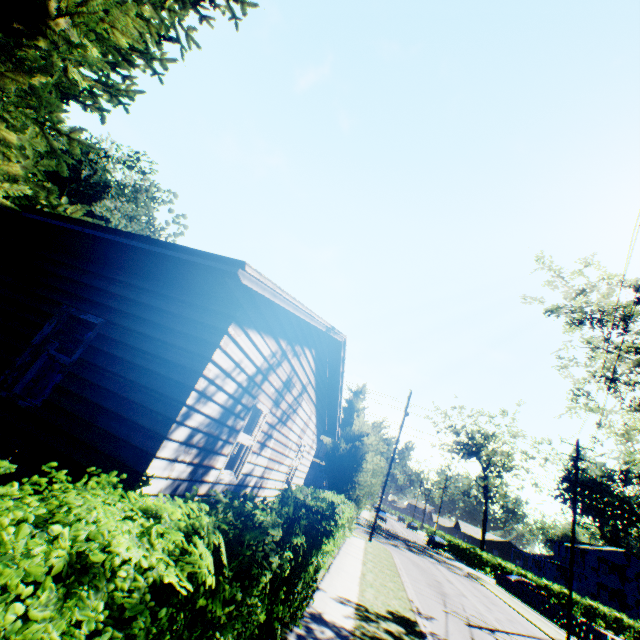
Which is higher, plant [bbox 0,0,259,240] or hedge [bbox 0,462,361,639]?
plant [bbox 0,0,259,240]

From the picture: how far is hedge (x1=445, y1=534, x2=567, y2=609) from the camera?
40.9m

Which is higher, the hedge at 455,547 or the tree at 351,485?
the tree at 351,485

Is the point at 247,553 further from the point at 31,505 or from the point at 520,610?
the point at 520,610

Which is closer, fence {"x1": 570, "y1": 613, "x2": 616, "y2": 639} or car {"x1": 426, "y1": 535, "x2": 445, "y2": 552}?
fence {"x1": 570, "y1": 613, "x2": 616, "y2": 639}

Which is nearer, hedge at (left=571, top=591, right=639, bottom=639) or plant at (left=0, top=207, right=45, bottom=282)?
plant at (left=0, top=207, right=45, bottom=282)

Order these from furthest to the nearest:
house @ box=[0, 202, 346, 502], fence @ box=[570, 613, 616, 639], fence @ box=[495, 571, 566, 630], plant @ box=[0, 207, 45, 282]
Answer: fence @ box=[495, 571, 566, 630]
fence @ box=[570, 613, 616, 639]
plant @ box=[0, 207, 45, 282]
house @ box=[0, 202, 346, 502]

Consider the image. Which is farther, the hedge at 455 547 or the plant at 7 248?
the hedge at 455 547
